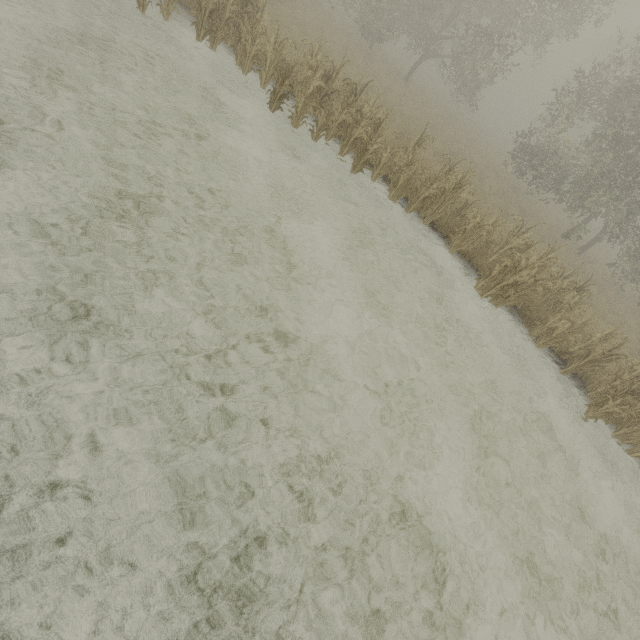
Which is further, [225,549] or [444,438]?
[444,438]
